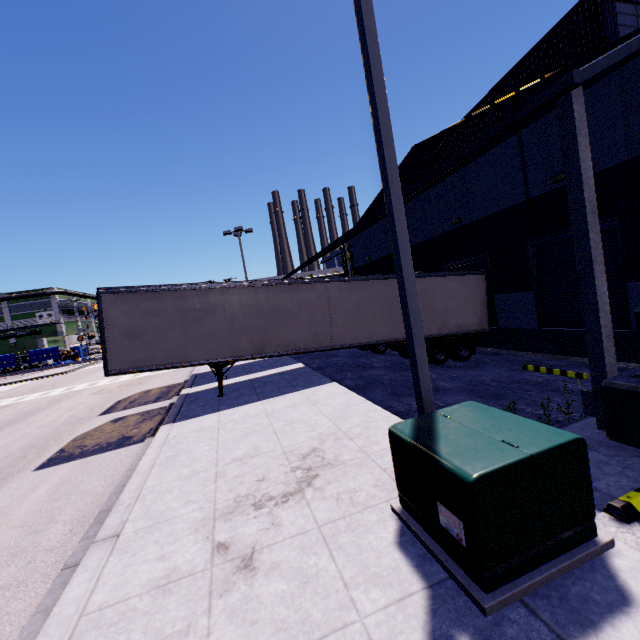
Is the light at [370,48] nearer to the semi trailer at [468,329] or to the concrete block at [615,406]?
the semi trailer at [468,329]

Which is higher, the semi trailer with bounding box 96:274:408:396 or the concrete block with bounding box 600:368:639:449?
the semi trailer with bounding box 96:274:408:396

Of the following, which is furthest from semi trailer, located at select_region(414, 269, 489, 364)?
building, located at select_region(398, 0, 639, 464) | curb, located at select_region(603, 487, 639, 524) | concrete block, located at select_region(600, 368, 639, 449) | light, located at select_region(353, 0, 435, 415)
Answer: curb, located at select_region(603, 487, 639, 524)

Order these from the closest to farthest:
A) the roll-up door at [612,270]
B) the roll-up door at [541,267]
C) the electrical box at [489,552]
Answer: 1. the electrical box at [489,552]
2. the roll-up door at [612,270]
3. the roll-up door at [541,267]

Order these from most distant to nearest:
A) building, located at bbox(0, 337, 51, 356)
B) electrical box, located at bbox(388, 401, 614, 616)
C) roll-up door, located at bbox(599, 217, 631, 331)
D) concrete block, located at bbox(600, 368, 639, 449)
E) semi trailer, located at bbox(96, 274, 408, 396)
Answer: building, located at bbox(0, 337, 51, 356)
semi trailer, located at bbox(96, 274, 408, 396)
roll-up door, located at bbox(599, 217, 631, 331)
concrete block, located at bbox(600, 368, 639, 449)
electrical box, located at bbox(388, 401, 614, 616)

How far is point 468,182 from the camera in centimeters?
1467cm

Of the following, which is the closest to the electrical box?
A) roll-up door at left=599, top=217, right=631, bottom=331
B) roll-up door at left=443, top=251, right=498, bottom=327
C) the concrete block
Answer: the concrete block

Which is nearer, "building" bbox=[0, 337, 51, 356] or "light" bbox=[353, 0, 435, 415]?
"light" bbox=[353, 0, 435, 415]
